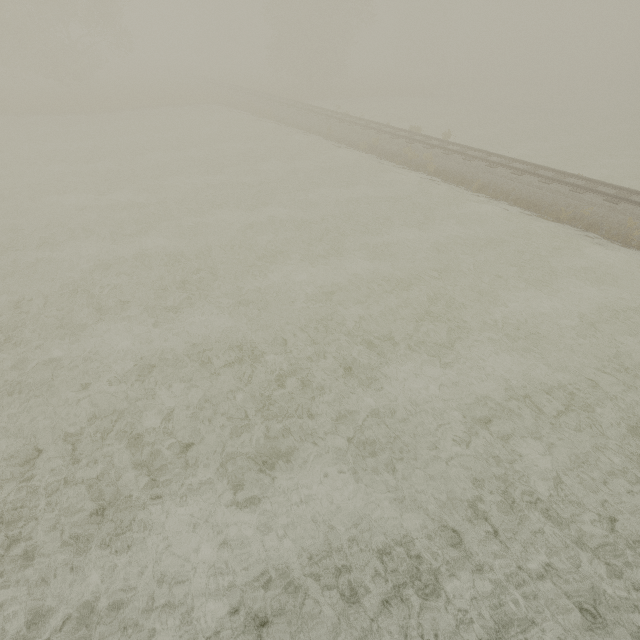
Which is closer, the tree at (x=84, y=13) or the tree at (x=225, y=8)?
the tree at (x=84, y=13)

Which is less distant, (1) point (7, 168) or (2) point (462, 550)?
(2) point (462, 550)

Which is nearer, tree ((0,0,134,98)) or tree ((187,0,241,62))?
tree ((0,0,134,98))
